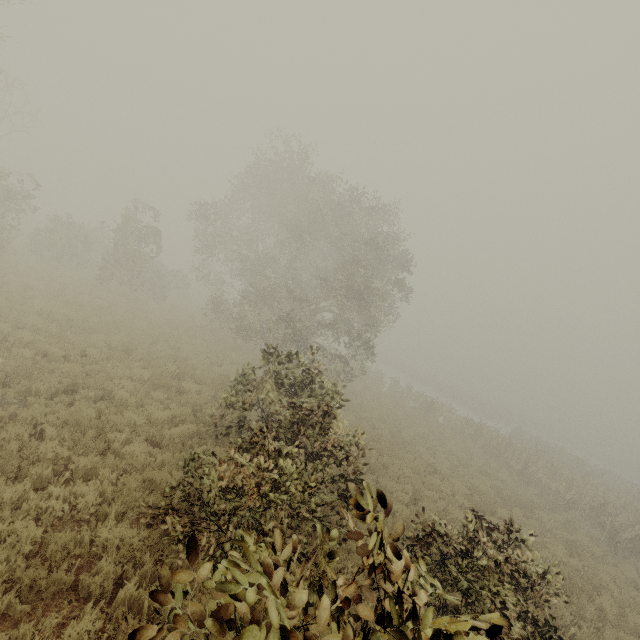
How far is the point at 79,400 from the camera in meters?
8.4 m
